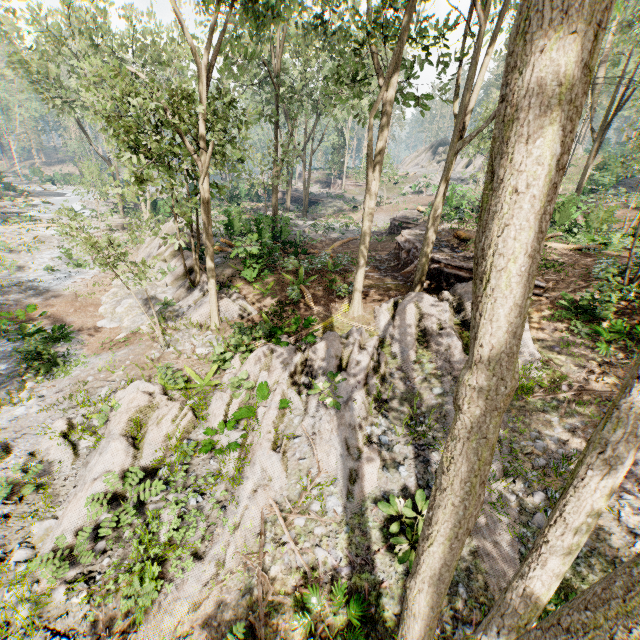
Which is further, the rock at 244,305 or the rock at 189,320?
the rock at 244,305

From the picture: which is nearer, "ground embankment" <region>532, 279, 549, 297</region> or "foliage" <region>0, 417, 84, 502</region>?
"foliage" <region>0, 417, 84, 502</region>

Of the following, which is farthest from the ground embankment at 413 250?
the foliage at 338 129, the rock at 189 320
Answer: the rock at 189 320

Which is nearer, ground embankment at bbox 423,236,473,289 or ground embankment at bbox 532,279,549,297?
ground embankment at bbox 532,279,549,297

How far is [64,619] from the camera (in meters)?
5.68

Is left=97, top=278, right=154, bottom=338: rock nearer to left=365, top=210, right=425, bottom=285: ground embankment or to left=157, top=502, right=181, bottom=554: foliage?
left=157, top=502, right=181, bottom=554: foliage

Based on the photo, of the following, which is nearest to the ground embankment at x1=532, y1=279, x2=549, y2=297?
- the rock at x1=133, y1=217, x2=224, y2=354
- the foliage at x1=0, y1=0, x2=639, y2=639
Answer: the foliage at x1=0, y1=0, x2=639, y2=639
